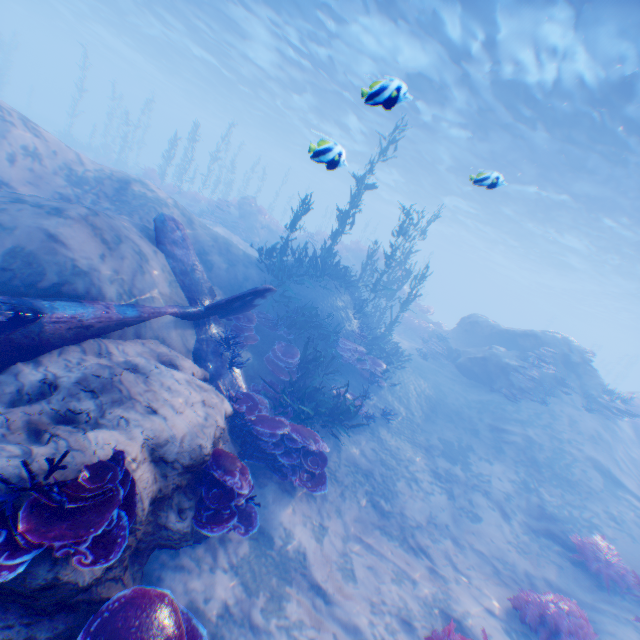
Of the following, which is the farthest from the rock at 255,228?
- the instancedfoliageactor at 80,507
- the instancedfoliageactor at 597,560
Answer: the instancedfoliageactor at 80,507

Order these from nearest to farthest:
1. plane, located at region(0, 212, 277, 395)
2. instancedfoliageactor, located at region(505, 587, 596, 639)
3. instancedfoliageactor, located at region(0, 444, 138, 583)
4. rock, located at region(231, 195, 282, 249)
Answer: instancedfoliageactor, located at region(0, 444, 138, 583) < plane, located at region(0, 212, 277, 395) < instancedfoliageactor, located at region(505, 587, 596, 639) < rock, located at region(231, 195, 282, 249)

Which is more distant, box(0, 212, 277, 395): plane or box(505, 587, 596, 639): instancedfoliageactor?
box(505, 587, 596, 639): instancedfoliageactor

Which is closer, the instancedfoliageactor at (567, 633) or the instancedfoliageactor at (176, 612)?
the instancedfoliageactor at (176, 612)

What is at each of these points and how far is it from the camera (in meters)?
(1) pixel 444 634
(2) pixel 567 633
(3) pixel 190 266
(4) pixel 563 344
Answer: (1) instancedfoliageactor, 5.29
(2) instancedfoliageactor, 6.18
(3) plane, 7.86
(4) rock, 15.15

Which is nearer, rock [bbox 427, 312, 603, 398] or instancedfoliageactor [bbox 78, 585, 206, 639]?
instancedfoliageactor [bbox 78, 585, 206, 639]

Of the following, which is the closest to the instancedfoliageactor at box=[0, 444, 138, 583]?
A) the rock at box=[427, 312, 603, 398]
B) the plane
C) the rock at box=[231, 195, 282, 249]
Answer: the rock at box=[427, 312, 603, 398]

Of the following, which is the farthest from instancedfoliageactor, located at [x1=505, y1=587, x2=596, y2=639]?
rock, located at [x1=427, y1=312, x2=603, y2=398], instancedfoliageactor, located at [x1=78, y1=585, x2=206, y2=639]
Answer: instancedfoliageactor, located at [x1=78, y1=585, x2=206, y2=639]
